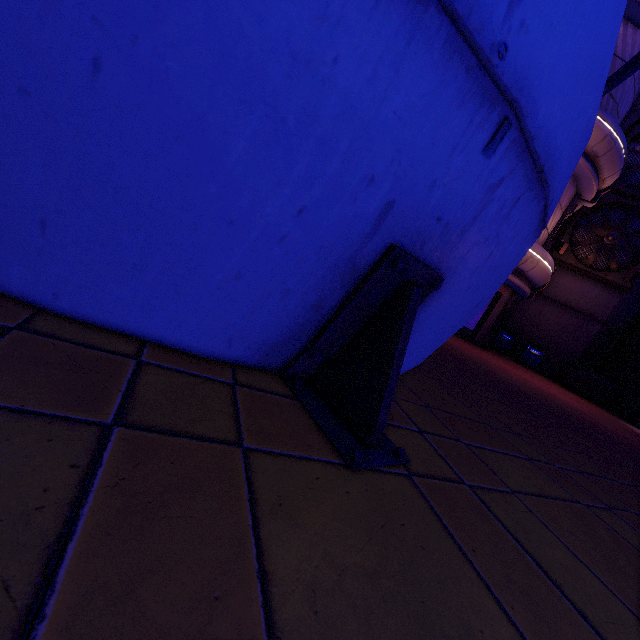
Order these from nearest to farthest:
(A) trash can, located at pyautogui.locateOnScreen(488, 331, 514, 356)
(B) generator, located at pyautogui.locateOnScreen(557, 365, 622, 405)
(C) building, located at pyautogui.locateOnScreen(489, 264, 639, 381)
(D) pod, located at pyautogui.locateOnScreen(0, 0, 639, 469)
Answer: (D) pod, located at pyautogui.locateOnScreen(0, 0, 639, 469) < (B) generator, located at pyautogui.locateOnScreen(557, 365, 622, 405) < (C) building, located at pyautogui.locateOnScreen(489, 264, 639, 381) < (A) trash can, located at pyautogui.locateOnScreen(488, 331, 514, 356)

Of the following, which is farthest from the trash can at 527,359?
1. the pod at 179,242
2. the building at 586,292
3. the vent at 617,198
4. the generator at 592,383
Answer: the pod at 179,242

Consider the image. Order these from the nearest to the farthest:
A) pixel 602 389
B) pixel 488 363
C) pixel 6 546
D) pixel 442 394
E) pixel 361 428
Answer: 1. pixel 6 546
2. pixel 361 428
3. pixel 442 394
4. pixel 488 363
5. pixel 602 389

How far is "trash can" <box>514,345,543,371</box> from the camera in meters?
18.0

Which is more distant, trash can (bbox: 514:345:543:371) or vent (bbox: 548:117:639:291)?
trash can (bbox: 514:345:543:371)

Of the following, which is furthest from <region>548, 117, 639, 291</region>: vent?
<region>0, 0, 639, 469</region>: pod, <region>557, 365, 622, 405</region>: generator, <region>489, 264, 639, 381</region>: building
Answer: <region>0, 0, 639, 469</region>: pod

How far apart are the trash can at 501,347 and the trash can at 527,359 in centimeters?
50cm

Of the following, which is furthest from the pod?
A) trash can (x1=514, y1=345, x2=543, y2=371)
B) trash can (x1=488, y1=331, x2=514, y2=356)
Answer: trash can (x1=514, y1=345, x2=543, y2=371)
